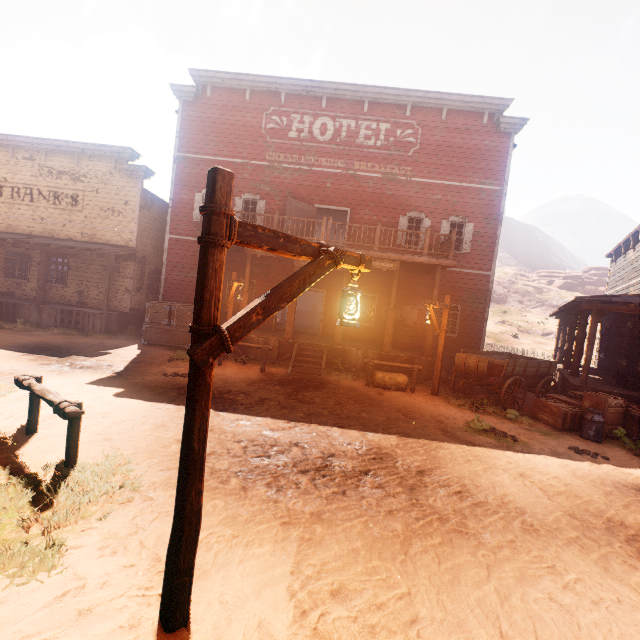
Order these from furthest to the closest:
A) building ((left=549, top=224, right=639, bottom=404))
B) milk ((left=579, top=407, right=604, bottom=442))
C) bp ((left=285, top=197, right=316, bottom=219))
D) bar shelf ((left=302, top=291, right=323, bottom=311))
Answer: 1. bar shelf ((left=302, top=291, right=323, bottom=311))
2. bp ((left=285, top=197, right=316, bottom=219))
3. building ((left=549, top=224, right=639, bottom=404))
4. milk ((left=579, top=407, right=604, bottom=442))

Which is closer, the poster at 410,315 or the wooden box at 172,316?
the wooden box at 172,316

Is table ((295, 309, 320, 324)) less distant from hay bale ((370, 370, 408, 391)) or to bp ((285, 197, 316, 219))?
bp ((285, 197, 316, 219))

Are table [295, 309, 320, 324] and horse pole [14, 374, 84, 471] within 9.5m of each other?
no

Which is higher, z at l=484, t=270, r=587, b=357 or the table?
z at l=484, t=270, r=587, b=357

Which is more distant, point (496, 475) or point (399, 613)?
point (496, 475)

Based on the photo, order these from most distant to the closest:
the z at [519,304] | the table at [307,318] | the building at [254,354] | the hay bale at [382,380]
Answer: the z at [519,304]
the table at [307,318]
the building at [254,354]
the hay bale at [382,380]

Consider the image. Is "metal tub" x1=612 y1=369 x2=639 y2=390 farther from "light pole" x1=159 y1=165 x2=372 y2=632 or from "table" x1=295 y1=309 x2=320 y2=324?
"table" x1=295 y1=309 x2=320 y2=324
